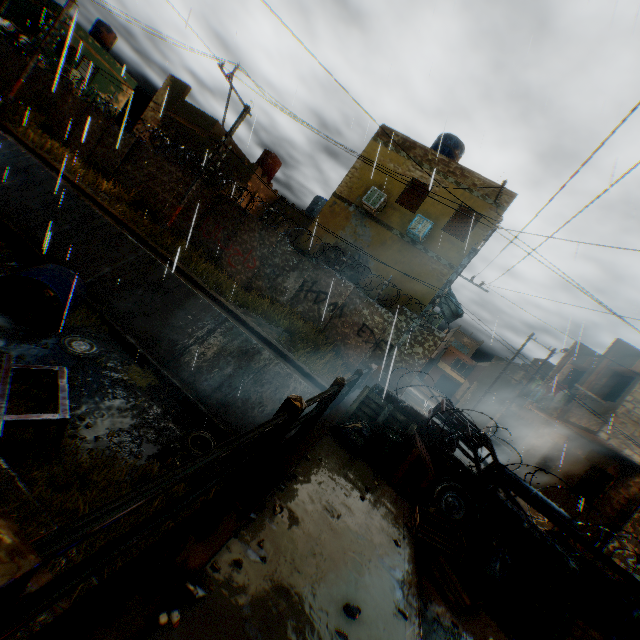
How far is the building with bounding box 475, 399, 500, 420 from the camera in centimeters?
2811cm

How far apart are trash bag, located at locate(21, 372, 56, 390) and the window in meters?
51.0 m

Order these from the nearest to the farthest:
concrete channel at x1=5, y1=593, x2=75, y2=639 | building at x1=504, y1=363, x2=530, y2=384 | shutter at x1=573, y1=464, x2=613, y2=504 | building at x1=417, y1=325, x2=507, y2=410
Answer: concrete channel at x1=5, y1=593, x2=75, y2=639 < shutter at x1=573, y1=464, x2=613, y2=504 < building at x1=504, y1=363, x2=530, y2=384 < building at x1=417, y1=325, x2=507, y2=410

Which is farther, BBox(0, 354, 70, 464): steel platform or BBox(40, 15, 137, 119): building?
BBox(40, 15, 137, 119): building

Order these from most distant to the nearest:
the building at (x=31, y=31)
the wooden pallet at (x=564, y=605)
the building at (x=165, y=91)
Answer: the building at (x=31, y=31), the building at (x=165, y=91), the wooden pallet at (x=564, y=605)

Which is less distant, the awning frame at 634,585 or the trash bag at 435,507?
the awning frame at 634,585

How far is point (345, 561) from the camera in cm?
298

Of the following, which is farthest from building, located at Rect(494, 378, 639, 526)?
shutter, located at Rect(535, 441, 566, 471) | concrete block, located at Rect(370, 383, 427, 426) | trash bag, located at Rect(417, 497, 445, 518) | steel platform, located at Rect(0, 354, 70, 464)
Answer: steel platform, located at Rect(0, 354, 70, 464)
